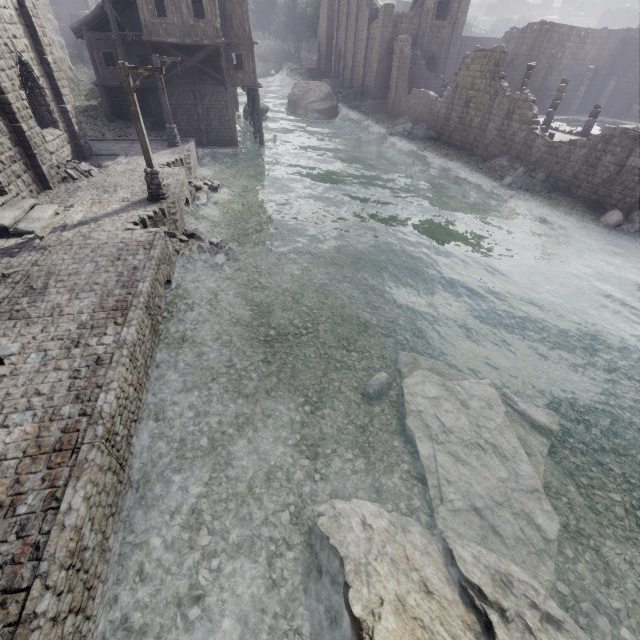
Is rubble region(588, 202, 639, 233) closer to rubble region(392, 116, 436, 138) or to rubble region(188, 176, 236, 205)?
rubble region(392, 116, 436, 138)

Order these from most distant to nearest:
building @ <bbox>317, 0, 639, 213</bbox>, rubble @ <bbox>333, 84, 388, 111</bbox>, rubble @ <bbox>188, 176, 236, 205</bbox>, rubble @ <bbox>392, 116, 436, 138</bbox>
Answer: rubble @ <bbox>333, 84, 388, 111</bbox>, rubble @ <bbox>392, 116, 436, 138</bbox>, building @ <bbox>317, 0, 639, 213</bbox>, rubble @ <bbox>188, 176, 236, 205</bbox>

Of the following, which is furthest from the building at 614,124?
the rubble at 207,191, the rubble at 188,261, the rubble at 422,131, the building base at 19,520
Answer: the rubble at 207,191

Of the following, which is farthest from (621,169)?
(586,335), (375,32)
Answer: (375,32)

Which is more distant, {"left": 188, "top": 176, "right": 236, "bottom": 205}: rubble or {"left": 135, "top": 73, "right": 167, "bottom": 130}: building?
{"left": 135, "top": 73, "right": 167, "bottom": 130}: building

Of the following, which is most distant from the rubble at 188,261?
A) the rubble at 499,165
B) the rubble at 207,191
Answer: the rubble at 499,165

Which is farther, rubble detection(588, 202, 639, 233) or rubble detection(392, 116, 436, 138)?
rubble detection(392, 116, 436, 138)

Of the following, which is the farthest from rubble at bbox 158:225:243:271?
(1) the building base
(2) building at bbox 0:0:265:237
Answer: (2) building at bbox 0:0:265:237
